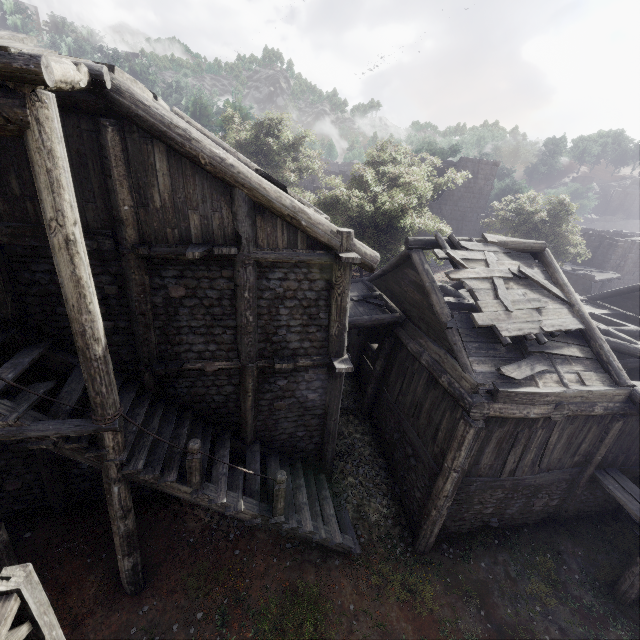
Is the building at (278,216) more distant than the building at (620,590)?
No

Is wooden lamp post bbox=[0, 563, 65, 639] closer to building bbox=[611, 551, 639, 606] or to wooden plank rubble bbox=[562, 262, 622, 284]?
building bbox=[611, 551, 639, 606]

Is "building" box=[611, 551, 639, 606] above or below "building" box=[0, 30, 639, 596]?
below

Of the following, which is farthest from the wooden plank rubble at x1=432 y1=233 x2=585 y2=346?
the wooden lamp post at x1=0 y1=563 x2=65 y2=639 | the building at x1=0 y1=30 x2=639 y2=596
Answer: the wooden lamp post at x1=0 y1=563 x2=65 y2=639

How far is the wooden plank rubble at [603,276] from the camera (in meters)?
26.34

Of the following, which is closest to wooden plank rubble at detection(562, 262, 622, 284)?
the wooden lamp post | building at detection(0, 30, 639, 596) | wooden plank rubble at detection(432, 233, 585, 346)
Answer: building at detection(0, 30, 639, 596)

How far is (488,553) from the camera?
9.7m

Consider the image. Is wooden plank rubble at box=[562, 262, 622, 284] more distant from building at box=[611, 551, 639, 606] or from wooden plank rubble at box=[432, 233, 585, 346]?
wooden plank rubble at box=[432, 233, 585, 346]
